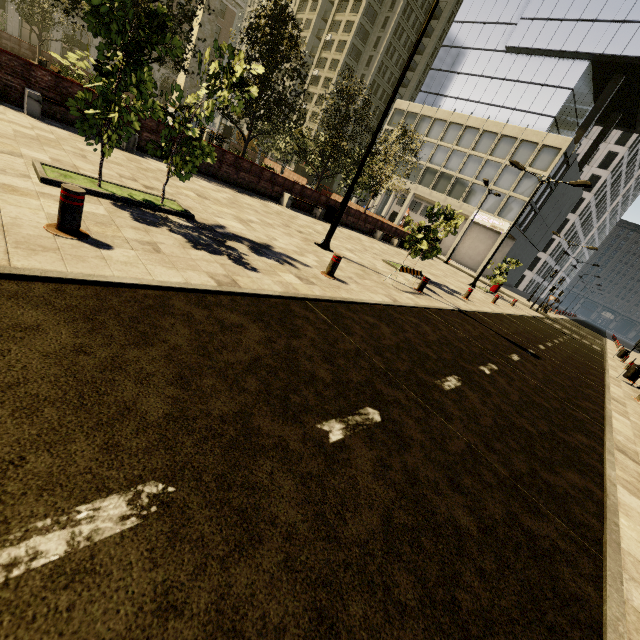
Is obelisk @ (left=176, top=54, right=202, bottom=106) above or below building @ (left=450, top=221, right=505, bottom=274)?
above

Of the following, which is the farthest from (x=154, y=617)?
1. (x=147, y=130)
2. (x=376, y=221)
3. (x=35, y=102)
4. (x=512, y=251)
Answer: (x=512, y=251)

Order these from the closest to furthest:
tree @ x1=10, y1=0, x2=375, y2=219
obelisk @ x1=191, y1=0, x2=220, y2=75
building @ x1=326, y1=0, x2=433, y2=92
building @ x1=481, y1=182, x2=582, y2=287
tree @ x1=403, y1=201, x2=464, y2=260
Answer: tree @ x1=10, y1=0, x2=375, y2=219 → tree @ x1=403, y1=201, x2=464, y2=260 → obelisk @ x1=191, y1=0, x2=220, y2=75 → building @ x1=481, y1=182, x2=582, y2=287 → building @ x1=326, y1=0, x2=433, y2=92

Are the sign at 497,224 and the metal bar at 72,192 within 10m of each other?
no

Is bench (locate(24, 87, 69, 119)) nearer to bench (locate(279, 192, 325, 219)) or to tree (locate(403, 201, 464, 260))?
tree (locate(403, 201, 464, 260))

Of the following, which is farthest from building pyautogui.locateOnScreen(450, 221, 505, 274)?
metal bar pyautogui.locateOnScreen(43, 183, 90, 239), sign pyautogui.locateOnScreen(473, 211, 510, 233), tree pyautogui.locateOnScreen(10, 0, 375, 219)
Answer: metal bar pyautogui.locateOnScreen(43, 183, 90, 239)

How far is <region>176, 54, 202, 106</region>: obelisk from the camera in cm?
2281

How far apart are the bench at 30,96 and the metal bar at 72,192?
7.9m
